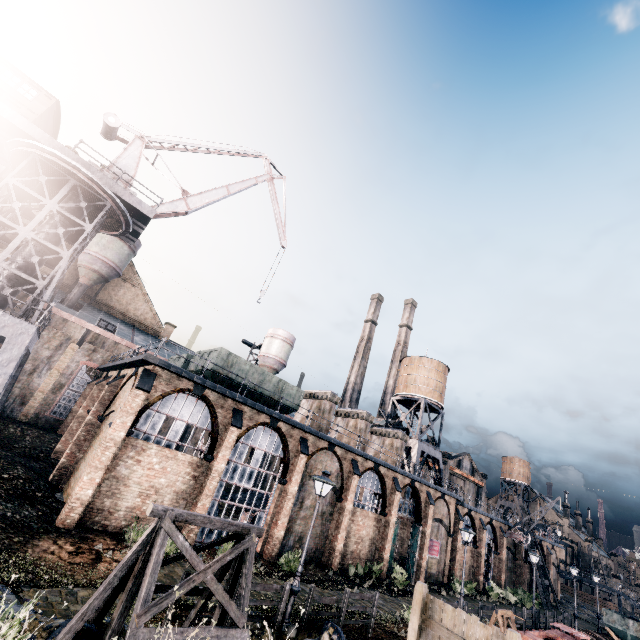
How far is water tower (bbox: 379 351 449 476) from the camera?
41.38m

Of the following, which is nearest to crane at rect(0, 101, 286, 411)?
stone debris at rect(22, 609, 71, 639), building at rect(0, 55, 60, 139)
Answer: building at rect(0, 55, 60, 139)

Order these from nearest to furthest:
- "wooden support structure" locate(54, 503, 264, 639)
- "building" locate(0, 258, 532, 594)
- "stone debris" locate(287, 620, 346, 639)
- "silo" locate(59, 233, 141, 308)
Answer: "wooden support structure" locate(54, 503, 264, 639), "stone debris" locate(287, 620, 346, 639), "building" locate(0, 258, 532, 594), "silo" locate(59, 233, 141, 308)

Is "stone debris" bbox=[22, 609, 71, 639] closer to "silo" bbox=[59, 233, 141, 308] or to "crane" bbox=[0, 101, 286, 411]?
"crane" bbox=[0, 101, 286, 411]

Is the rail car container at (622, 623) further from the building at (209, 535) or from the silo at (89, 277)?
the silo at (89, 277)

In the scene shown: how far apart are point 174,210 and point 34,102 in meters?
11.1

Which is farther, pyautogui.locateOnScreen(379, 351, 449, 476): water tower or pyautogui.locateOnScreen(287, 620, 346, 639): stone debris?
pyautogui.locateOnScreen(379, 351, 449, 476): water tower

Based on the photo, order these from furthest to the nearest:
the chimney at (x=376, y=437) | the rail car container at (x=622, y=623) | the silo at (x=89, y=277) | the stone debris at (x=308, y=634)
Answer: the silo at (x=89, y=277) < the rail car container at (x=622, y=623) < the chimney at (x=376, y=437) < the stone debris at (x=308, y=634)
